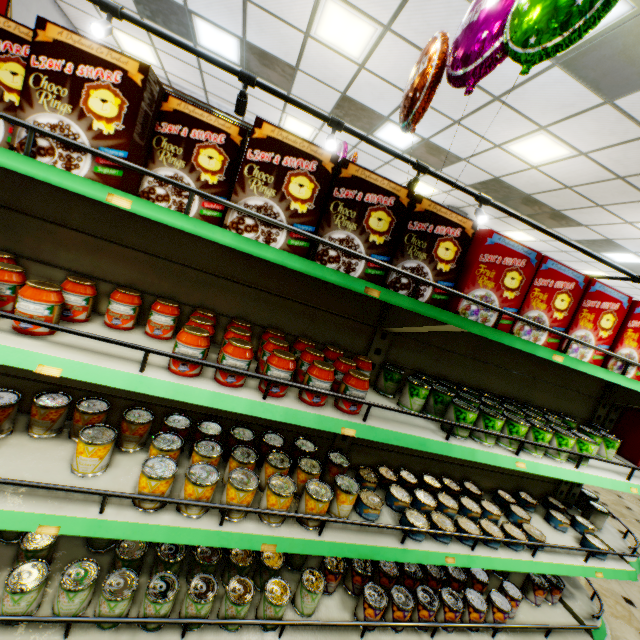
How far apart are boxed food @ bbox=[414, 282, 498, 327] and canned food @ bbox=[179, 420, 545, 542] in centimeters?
103cm

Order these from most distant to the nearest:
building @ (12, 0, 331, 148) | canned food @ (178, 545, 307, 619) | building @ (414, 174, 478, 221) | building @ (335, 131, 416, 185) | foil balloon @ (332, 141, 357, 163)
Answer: building @ (414, 174, 478, 221) → building @ (335, 131, 416, 185) → building @ (12, 0, 331, 148) → foil balloon @ (332, 141, 357, 163) → canned food @ (178, 545, 307, 619)

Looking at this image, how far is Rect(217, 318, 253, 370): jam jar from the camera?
1.3m

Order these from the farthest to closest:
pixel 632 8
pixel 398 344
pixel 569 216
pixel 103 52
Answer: pixel 569 216
pixel 632 8
pixel 398 344
pixel 103 52

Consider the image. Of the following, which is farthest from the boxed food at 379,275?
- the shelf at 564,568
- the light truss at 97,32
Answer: the light truss at 97,32

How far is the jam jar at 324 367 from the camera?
1.3 meters

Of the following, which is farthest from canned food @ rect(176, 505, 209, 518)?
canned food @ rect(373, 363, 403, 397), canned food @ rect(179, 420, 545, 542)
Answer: canned food @ rect(373, 363, 403, 397)

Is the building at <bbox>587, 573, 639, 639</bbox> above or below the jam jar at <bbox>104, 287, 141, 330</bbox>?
below
